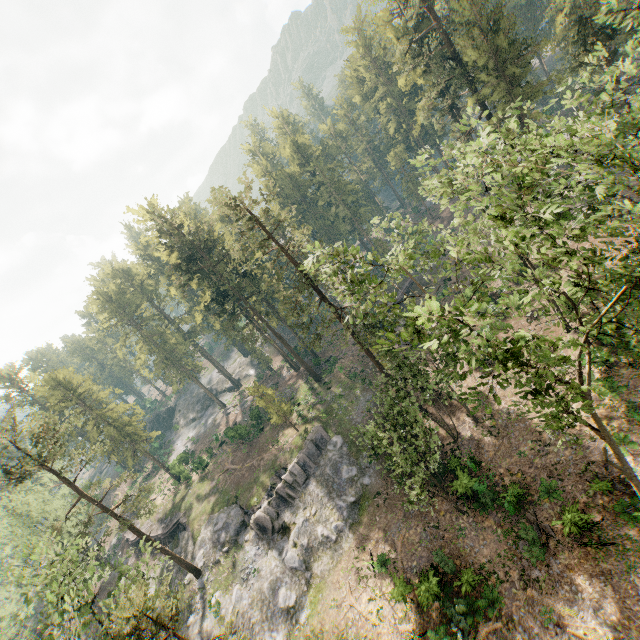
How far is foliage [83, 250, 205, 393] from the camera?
52.67m

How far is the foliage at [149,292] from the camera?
52.7 meters

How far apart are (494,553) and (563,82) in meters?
67.2

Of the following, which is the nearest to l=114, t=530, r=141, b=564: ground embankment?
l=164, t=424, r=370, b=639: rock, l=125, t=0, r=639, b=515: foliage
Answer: l=164, t=424, r=370, b=639: rock

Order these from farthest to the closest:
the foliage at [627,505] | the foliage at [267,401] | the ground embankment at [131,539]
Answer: the ground embankment at [131,539], the foliage at [267,401], the foliage at [627,505]

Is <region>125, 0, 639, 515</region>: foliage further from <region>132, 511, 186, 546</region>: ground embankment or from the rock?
<region>132, 511, 186, 546</region>: ground embankment

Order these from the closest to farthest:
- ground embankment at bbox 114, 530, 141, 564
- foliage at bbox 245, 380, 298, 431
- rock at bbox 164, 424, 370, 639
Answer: rock at bbox 164, 424, 370, 639
foliage at bbox 245, 380, 298, 431
ground embankment at bbox 114, 530, 141, 564
